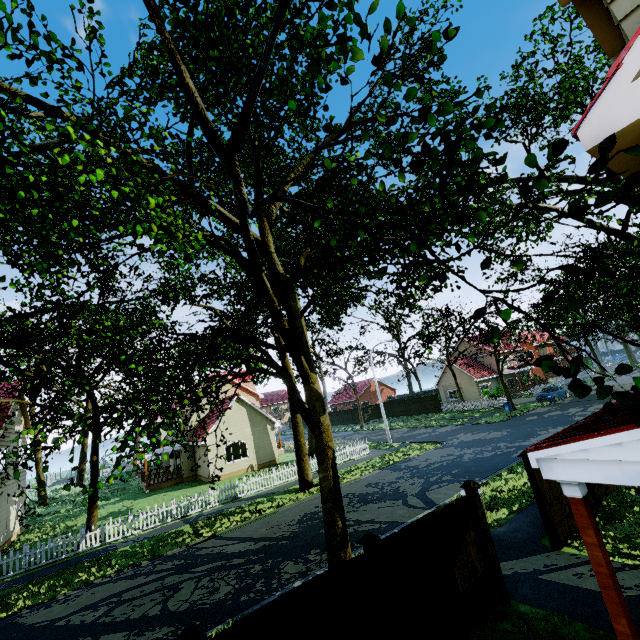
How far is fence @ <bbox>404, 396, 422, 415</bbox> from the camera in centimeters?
4472cm

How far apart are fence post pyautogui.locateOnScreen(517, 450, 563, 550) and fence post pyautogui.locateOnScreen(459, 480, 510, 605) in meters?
2.3 m

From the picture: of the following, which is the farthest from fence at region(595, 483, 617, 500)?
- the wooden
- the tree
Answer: the wooden

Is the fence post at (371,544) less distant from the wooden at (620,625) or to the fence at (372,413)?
the fence at (372,413)

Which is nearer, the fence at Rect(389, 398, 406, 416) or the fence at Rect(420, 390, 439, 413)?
the fence at Rect(420, 390, 439, 413)

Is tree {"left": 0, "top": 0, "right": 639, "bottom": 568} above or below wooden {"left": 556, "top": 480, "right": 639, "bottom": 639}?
above

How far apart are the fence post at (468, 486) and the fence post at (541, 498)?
2.3m

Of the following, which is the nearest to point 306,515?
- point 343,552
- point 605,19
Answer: point 343,552
